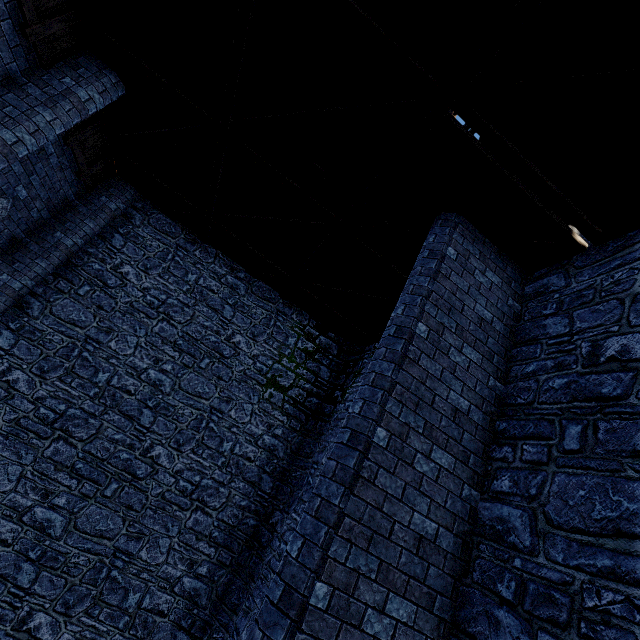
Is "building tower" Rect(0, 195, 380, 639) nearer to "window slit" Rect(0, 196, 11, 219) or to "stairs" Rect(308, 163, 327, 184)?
"stairs" Rect(308, 163, 327, 184)

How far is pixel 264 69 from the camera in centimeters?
490cm

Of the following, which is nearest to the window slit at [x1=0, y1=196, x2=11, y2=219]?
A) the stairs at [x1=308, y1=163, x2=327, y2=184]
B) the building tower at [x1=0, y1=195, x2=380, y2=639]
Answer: the building tower at [x1=0, y1=195, x2=380, y2=639]

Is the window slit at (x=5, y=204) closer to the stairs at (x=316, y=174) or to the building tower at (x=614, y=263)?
the building tower at (x=614, y=263)

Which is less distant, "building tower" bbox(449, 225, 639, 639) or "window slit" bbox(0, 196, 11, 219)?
"building tower" bbox(449, 225, 639, 639)

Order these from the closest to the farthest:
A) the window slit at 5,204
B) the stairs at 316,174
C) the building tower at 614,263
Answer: the building tower at 614,263 < the stairs at 316,174 < the window slit at 5,204

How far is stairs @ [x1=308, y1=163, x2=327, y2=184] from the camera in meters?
5.8 m
